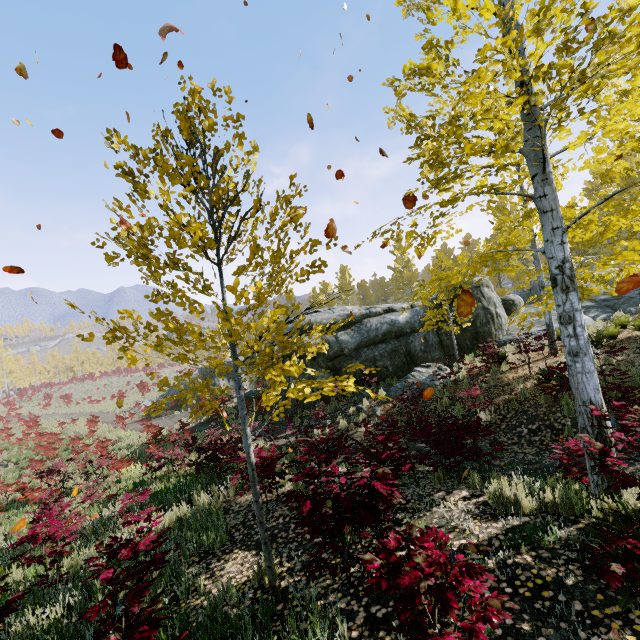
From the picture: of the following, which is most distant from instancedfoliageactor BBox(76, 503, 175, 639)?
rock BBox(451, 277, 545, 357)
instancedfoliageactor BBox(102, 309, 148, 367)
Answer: rock BBox(451, 277, 545, 357)

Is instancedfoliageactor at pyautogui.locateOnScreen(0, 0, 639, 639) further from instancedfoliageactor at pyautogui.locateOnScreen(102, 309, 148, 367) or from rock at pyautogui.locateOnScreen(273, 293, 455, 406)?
rock at pyautogui.locateOnScreen(273, 293, 455, 406)

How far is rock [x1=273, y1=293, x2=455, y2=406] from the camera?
14.5m

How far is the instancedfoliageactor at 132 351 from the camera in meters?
3.0 m

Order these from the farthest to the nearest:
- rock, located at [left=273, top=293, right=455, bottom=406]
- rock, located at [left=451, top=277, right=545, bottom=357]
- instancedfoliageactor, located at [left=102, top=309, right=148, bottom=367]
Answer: rock, located at [left=451, top=277, right=545, bottom=357] → rock, located at [left=273, top=293, right=455, bottom=406] → instancedfoliageactor, located at [left=102, top=309, right=148, bottom=367]

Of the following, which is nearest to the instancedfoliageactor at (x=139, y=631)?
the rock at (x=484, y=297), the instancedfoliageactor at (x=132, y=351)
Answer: the instancedfoliageactor at (x=132, y=351)

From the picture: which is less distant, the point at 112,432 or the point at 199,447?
the point at 199,447
